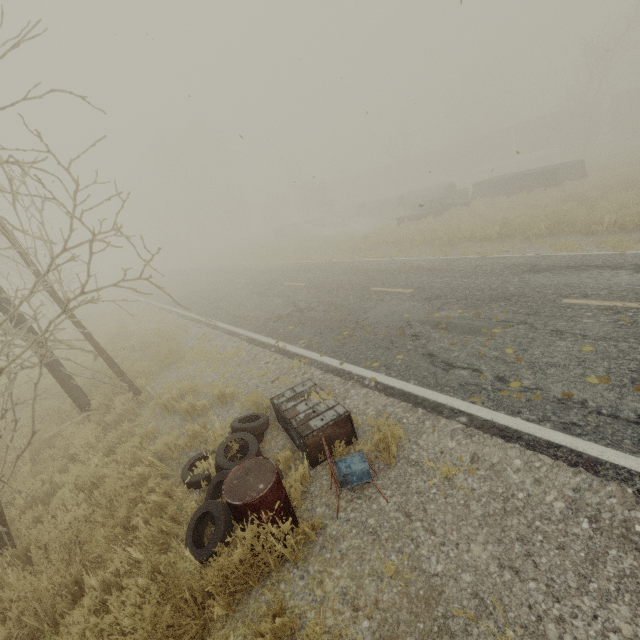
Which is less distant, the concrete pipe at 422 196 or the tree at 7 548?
the tree at 7 548

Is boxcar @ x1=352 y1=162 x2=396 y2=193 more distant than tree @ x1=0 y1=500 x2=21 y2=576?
Yes

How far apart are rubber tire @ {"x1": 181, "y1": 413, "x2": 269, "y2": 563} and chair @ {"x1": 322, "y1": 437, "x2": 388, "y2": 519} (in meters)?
0.59

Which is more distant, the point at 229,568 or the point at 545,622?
the point at 229,568

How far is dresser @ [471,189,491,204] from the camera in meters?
20.7

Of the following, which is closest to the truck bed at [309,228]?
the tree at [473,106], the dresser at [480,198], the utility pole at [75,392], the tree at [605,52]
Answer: the dresser at [480,198]

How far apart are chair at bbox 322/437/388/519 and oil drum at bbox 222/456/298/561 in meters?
0.5 m

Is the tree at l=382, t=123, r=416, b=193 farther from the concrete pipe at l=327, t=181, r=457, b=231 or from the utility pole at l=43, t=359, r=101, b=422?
the utility pole at l=43, t=359, r=101, b=422
